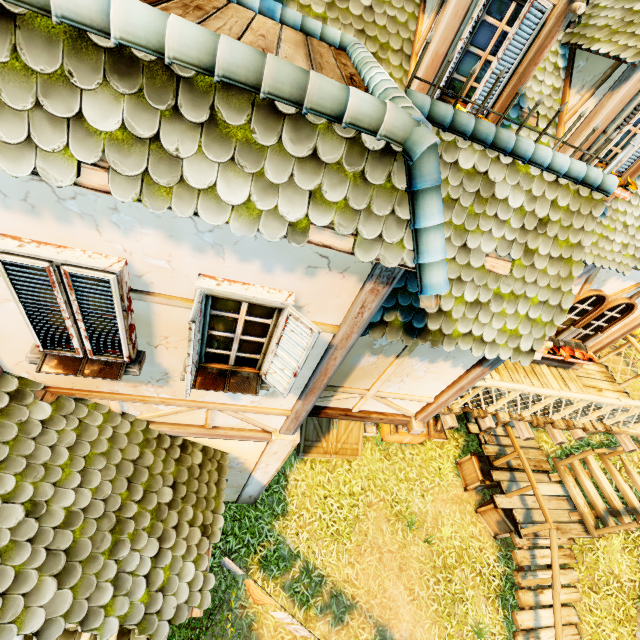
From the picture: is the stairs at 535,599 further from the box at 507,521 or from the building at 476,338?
the building at 476,338

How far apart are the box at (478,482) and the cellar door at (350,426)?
2.9m

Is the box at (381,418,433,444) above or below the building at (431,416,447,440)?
above

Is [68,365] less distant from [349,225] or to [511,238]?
[349,225]

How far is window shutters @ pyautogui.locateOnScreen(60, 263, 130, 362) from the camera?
2.3m

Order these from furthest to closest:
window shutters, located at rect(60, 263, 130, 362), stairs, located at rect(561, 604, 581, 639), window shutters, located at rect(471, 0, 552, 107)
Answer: stairs, located at rect(561, 604, 581, 639), window shutters, located at rect(471, 0, 552, 107), window shutters, located at rect(60, 263, 130, 362)

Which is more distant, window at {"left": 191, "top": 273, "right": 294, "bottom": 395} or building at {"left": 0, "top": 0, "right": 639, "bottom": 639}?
window at {"left": 191, "top": 273, "right": 294, "bottom": 395}

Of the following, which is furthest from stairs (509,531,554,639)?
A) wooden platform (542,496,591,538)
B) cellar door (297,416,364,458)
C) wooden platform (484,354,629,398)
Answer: cellar door (297,416,364,458)
